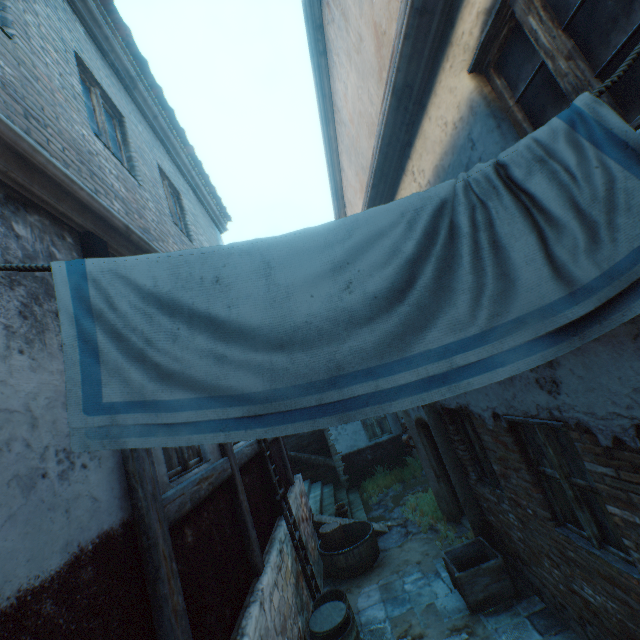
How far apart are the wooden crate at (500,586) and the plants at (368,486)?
5.23m

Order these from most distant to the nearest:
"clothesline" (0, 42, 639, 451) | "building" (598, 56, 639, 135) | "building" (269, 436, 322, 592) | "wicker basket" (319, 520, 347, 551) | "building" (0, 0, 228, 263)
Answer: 1. "wicker basket" (319, 520, 347, 551)
2. "building" (269, 436, 322, 592)
3. "building" (0, 0, 228, 263)
4. "building" (598, 56, 639, 135)
5. "clothesline" (0, 42, 639, 451)

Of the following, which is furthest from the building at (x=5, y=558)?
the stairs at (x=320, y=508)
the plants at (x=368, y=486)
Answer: the plants at (x=368, y=486)

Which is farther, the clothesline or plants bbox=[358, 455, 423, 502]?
plants bbox=[358, 455, 423, 502]

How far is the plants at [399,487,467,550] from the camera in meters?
6.7 m

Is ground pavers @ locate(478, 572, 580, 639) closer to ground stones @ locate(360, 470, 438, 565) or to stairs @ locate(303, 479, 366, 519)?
ground stones @ locate(360, 470, 438, 565)

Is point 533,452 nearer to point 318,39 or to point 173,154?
point 318,39

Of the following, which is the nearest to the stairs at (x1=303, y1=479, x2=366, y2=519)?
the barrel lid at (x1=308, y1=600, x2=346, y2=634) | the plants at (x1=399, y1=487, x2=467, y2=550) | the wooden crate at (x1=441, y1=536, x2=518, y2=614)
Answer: the plants at (x1=399, y1=487, x2=467, y2=550)
